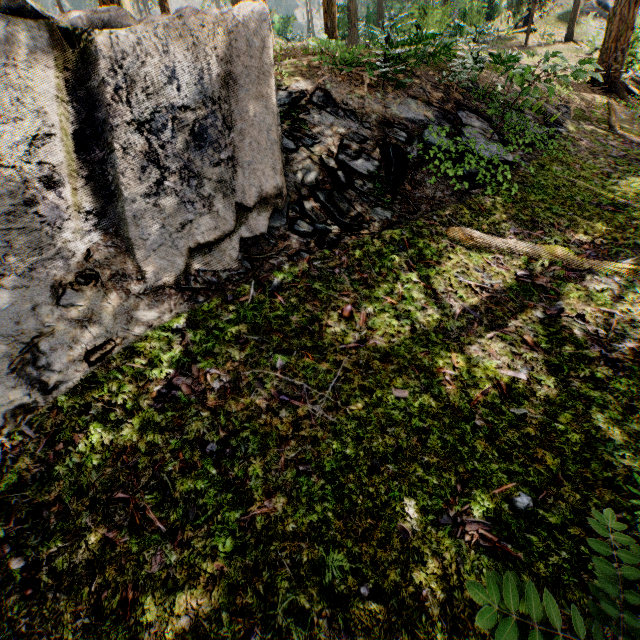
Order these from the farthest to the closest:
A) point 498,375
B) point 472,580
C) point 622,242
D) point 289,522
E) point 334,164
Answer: point 334,164, point 622,242, point 498,375, point 289,522, point 472,580

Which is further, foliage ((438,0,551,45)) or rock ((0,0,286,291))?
Result: foliage ((438,0,551,45))

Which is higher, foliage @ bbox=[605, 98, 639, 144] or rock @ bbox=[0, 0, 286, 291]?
rock @ bbox=[0, 0, 286, 291]

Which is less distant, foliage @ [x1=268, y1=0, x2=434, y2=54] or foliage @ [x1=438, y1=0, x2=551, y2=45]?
foliage @ [x1=268, y1=0, x2=434, y2=54]

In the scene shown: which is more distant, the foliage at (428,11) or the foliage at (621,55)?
the foliage at (621,55)

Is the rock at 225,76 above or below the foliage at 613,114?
above
